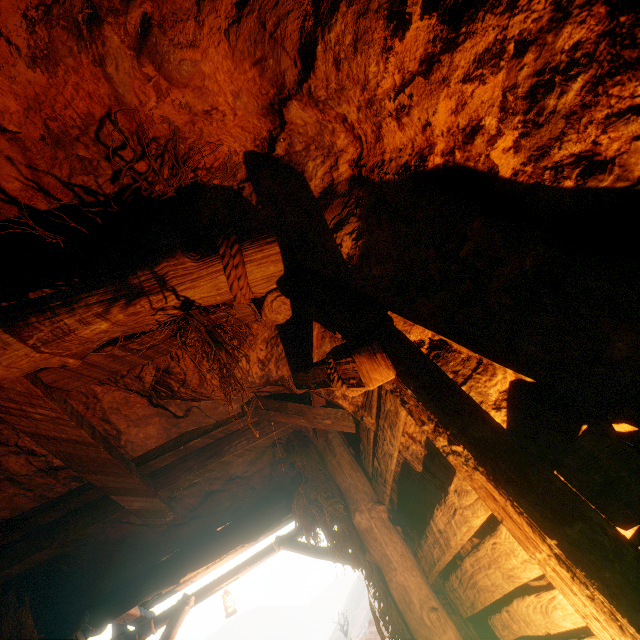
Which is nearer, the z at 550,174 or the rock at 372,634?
the z at 550,174

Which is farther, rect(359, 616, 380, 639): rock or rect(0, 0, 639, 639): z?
rect(359, 616, 380, 639): rock

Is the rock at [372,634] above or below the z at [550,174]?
above

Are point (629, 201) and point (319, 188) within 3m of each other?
yes

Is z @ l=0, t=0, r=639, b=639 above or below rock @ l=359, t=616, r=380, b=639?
below
